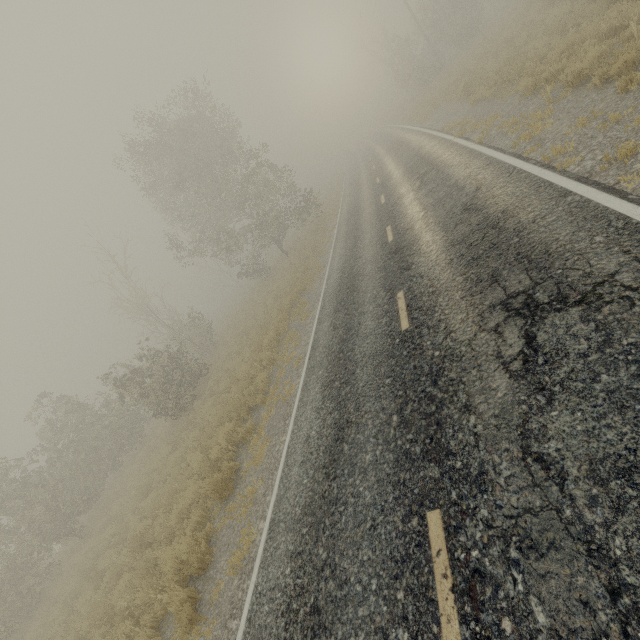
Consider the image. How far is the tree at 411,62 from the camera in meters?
31.0

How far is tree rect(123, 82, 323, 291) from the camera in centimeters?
2117cm

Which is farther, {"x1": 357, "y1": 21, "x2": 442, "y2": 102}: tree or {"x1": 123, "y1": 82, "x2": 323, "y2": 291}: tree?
{"x1": 357, "y1": 21, "x2": 442, "y2": 102}: tree

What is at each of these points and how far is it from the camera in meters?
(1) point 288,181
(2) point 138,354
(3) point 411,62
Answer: (1) tree, 28.3
(2) tree, 24.8
(3) tree, 35.1

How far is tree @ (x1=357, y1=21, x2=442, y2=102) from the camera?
31.0 meters

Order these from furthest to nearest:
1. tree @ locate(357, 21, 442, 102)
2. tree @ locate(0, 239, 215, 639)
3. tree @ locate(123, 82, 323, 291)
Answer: tree @ locate(357, 21, 442, 102), tree @ locate(123, 82, 323, 291), tree @ locate(0, 239, 215, 639)

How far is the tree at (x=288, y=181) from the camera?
21.2 meters
